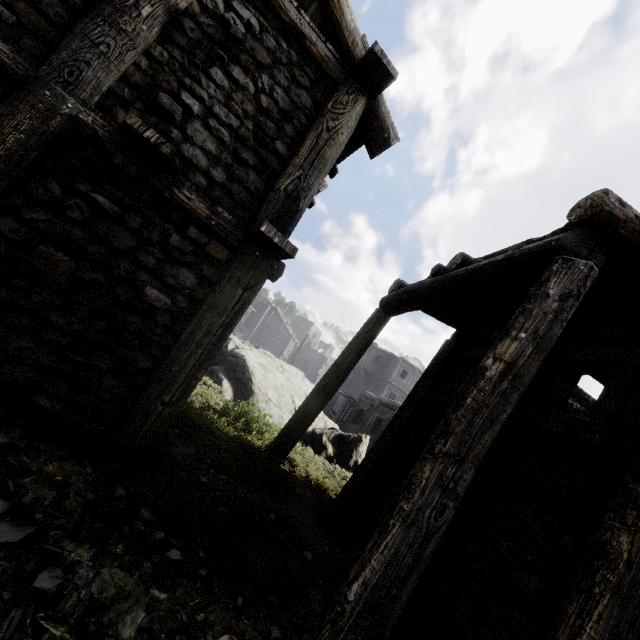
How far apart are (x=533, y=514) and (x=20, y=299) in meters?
6.2
